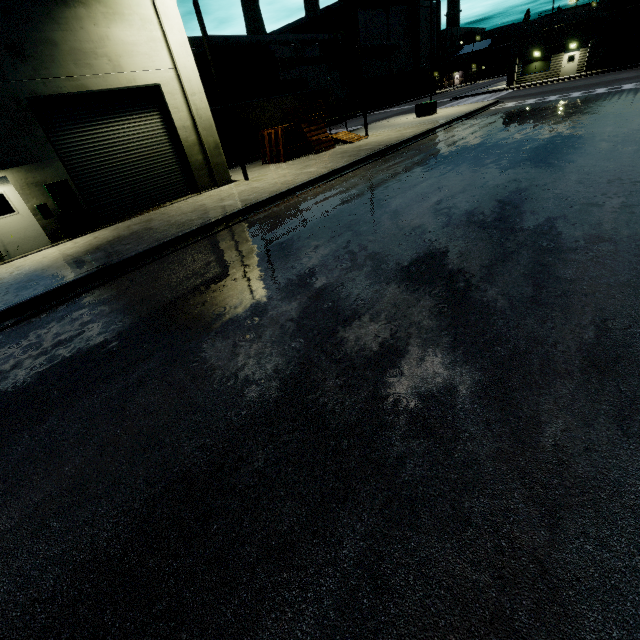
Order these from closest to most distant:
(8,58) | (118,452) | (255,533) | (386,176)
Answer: (255,533), (118,452), (8,58), (386,176)

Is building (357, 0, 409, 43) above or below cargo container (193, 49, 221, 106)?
above

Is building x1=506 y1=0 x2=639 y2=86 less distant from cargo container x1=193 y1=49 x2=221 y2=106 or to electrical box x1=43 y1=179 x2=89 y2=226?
electrical box x1=43 y1=179 x2=89 y2=226

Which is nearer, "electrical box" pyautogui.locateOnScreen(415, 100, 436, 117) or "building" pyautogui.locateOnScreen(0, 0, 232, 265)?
"building" pyautogui.locateOnScreen(0, 0, 232, 265)

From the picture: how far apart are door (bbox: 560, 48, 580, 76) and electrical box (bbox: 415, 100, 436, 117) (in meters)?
23.36

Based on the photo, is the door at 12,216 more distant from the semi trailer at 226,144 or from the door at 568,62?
the door at 568,62

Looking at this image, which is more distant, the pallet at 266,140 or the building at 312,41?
the building at 312,41

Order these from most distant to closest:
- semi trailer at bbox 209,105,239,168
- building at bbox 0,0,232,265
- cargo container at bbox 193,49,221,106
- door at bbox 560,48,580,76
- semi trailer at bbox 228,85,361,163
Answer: door at bbox 560,48,580,76 → cargo container at bbox 193,49,221,106 → semi trailer at bbox 228,85,361,163 → semi trailer at bbox 209,105,239,168 → building at bbox 0,0,232,265
